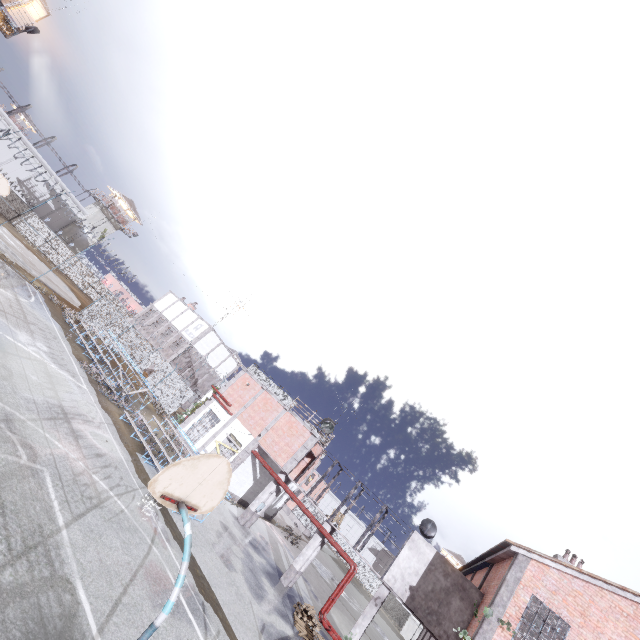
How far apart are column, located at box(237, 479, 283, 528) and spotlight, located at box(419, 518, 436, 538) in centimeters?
881cm

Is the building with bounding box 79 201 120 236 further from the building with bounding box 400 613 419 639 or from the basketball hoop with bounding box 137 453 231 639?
the building with bounding box 400 613 419 639

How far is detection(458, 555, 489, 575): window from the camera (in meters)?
19.41

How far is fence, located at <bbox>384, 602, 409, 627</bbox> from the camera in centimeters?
5831cm

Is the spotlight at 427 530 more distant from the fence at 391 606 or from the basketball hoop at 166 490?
the basketball hoop at 166 490

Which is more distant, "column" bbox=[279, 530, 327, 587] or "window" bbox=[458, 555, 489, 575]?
"window" bbox=[458, 555, 489, 575]

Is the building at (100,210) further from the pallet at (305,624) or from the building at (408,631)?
the building at (408,631)

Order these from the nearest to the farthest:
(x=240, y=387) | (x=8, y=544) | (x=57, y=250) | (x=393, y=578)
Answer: (x=8, y=544) < (x=393, y=578) < (x=240, y=387) < (x=57, y=250)
